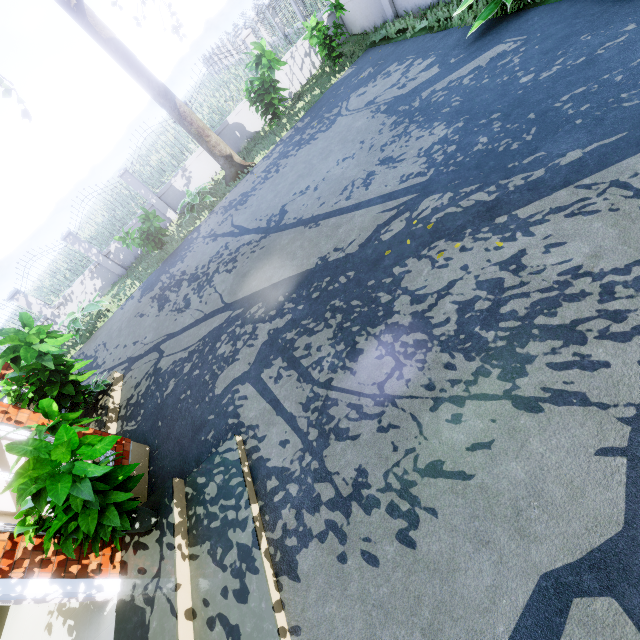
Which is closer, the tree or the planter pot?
the planter pot

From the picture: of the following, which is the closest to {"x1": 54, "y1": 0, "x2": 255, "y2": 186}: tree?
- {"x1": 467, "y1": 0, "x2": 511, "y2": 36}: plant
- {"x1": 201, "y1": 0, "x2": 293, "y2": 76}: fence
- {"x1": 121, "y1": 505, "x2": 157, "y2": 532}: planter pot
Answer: {"x1": 201, "y1": 0, "x2": 293, "y2": 76}: fence

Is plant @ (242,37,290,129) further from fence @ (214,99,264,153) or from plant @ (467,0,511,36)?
plant @ (467,0,511,36)

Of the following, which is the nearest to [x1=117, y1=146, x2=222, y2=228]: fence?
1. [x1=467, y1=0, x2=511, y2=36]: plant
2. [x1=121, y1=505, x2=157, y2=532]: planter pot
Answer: [x1=467, y1=0, x2=511, y2=36]: plant

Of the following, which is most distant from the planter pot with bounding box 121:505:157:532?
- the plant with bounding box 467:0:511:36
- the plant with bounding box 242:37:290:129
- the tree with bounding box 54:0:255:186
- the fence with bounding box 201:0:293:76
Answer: the plant with bounding box 242:37:290:129

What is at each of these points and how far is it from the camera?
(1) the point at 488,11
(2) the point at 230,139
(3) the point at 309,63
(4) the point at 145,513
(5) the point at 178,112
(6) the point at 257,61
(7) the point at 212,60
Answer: (1) plant, 6.07m
(2) fence, 12.69m
(3) fence, 12.36m
(4) planter pot, 3.94m
(5) tree, 9.90m
(6) plant, 9.39m
(7) fence, 35.19m

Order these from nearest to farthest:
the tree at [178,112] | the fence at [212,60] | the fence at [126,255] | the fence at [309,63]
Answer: the tree at [178,112]
the fence at [212,60]
the fence at [309,63]
the fence at [126,255]

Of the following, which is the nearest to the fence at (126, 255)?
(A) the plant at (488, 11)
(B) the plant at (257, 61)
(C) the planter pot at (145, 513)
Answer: (A) the plant at (488, 11)
